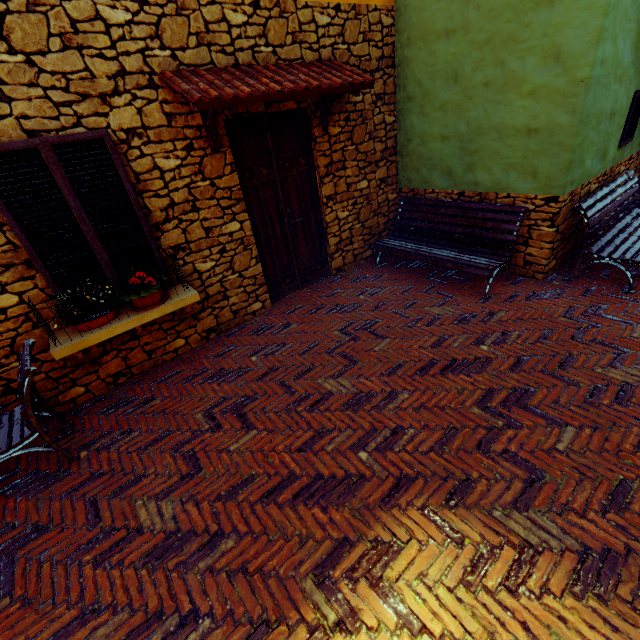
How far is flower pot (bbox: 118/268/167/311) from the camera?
3.5 meters

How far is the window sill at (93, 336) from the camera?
3.19m

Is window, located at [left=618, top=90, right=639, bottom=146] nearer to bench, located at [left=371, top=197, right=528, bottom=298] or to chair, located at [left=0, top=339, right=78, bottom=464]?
bench, located at [left=371, top=197, right=528, bottom=298]

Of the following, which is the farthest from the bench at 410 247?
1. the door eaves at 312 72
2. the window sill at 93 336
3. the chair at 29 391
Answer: the chair at 29 391

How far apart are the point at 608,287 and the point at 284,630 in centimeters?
537cm

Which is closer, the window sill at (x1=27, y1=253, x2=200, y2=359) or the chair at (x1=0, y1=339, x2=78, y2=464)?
the chair at (x1=0, y1=339, x2=78, y2=464)

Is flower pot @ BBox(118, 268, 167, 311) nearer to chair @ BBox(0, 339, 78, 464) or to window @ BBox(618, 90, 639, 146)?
chair @ BBox(0, 339, 78, 464)

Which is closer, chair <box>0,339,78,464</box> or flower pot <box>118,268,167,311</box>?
chair <box>0,339,78,464</box>
